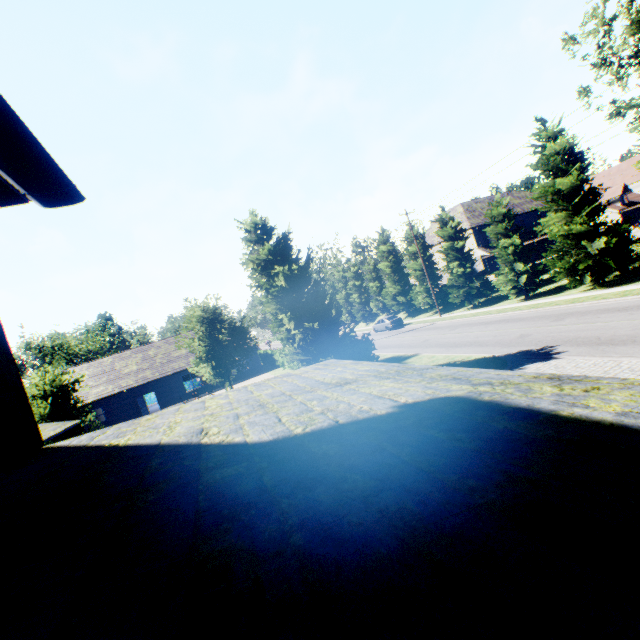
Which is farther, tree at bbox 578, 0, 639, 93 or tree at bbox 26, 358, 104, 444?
tree at bbox 578, 0, 639, 93

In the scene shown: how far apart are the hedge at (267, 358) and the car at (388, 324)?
11.2 meters

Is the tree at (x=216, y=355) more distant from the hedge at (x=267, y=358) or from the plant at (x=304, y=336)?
the hedge at (x=267, y=358)

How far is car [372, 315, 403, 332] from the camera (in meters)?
36.59

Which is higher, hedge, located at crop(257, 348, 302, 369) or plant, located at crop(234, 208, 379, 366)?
plant, located at crop(234, 208, 379, 366)

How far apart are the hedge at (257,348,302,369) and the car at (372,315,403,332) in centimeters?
1120cm

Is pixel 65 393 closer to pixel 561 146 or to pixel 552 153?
pixel 552 153

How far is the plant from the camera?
14.8 meters
